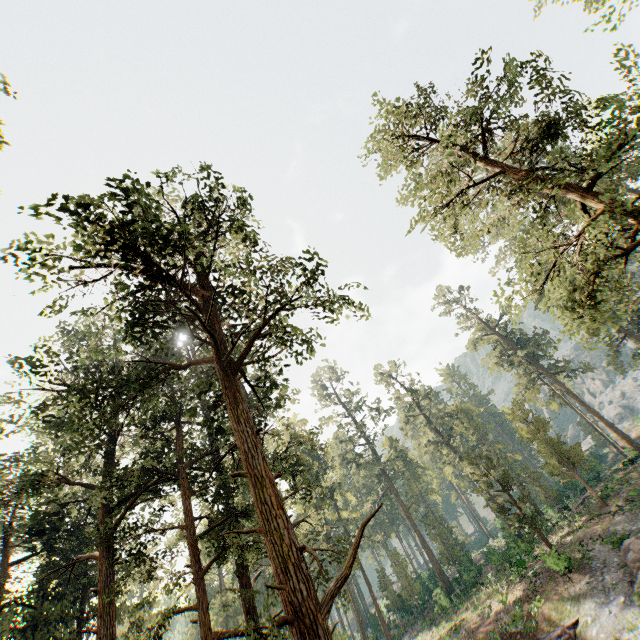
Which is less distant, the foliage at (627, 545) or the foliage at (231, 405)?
the foliage at (231, 405)

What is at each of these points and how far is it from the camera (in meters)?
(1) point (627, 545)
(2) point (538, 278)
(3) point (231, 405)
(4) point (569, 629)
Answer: (1) foliage, 19.86
(2) foliage, 47.38
(3) foliage, 9.94
(4) ground embankment, 18.70

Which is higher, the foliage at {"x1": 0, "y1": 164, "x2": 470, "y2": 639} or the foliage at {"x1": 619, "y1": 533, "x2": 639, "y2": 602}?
the foliage at {"x1": 0, "y1": 164, "x2": 470, "y2": 639}

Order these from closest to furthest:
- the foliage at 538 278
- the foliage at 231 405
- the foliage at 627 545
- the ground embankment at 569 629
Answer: the foliage at 538 278 < the foliage at 231 405 < the foliage at 627 545 < the ground embankment at 569 629

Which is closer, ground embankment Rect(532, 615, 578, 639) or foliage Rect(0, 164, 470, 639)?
foliage Rect(0, 164, 470, 639)

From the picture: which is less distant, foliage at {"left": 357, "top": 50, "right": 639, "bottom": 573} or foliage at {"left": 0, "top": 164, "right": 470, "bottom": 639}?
foliage at {"left": 357, "top": 50, "right": 639, "bottom": 573}

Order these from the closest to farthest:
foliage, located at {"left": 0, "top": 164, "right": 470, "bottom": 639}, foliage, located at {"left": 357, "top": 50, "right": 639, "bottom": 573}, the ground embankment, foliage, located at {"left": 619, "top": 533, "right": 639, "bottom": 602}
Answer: foliage, located at {"left": 357, "top": 50, "right": 639, "bottom": 573}, foliage, located at {"left": 0, "top": 164, "right": 470, "bottom": 639}, foliage, located at {"left": 619, "top": 533, "right": 639, "bottom": 602}, the ground embankment
